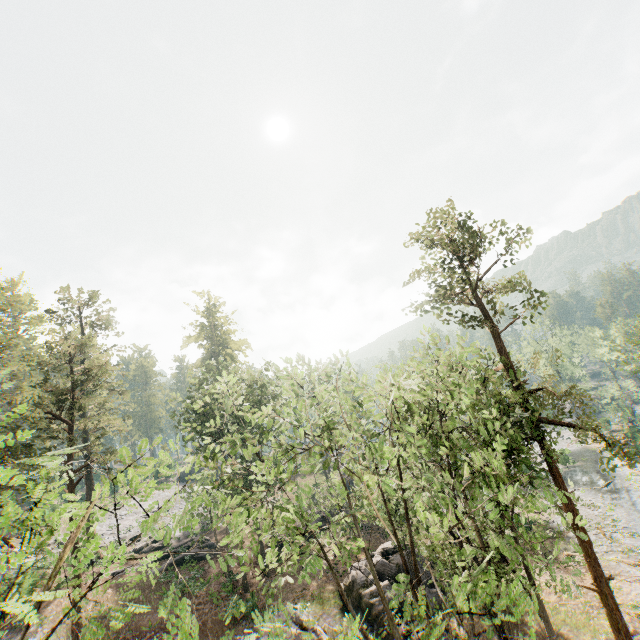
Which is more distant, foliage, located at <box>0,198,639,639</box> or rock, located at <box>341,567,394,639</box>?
rock, located at <box>341,567,394,639</box>

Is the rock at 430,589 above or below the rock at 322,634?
below

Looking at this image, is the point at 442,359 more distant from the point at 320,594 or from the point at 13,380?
the point at 13,380

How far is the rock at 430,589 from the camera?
22.5m

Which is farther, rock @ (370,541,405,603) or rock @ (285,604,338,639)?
rock @ (370,541,405,603)

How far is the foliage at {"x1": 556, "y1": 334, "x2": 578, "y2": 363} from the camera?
20.51m

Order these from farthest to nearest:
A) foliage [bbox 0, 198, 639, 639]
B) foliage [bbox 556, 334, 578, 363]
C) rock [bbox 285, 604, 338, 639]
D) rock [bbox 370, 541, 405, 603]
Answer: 1. rock [bbox 370, 541, 405, 603]
2. foliage [bbox 556, 334, 578, 363]
3. rock [bbox 285, 604, 338, 639]
4. foliage [bbox 0, 198, 639, 639]
